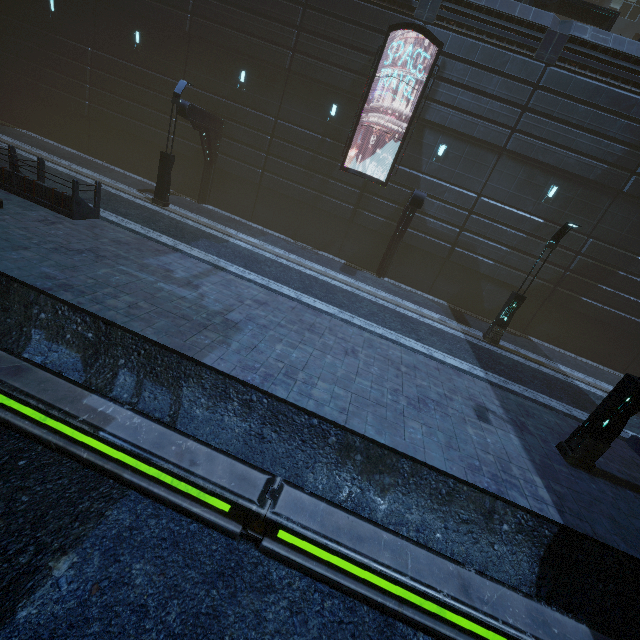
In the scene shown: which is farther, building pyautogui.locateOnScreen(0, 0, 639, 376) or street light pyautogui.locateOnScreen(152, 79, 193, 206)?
building pyautogui.locateOnScreen(0, 0, 639, 376)

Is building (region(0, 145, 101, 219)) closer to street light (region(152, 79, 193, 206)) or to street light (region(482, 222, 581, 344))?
street light (region(152, 79, 193, 206))

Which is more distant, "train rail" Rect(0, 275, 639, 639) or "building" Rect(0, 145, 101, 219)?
"building" Rect(0, 145, 101, 219)

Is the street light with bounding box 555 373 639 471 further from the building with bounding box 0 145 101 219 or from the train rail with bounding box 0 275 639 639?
the building with bounding box 0 145 101 219

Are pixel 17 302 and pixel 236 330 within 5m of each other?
yes

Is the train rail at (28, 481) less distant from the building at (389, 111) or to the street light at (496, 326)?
the building at (389, 111)

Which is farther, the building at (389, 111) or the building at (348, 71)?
the building at (389, 111)
